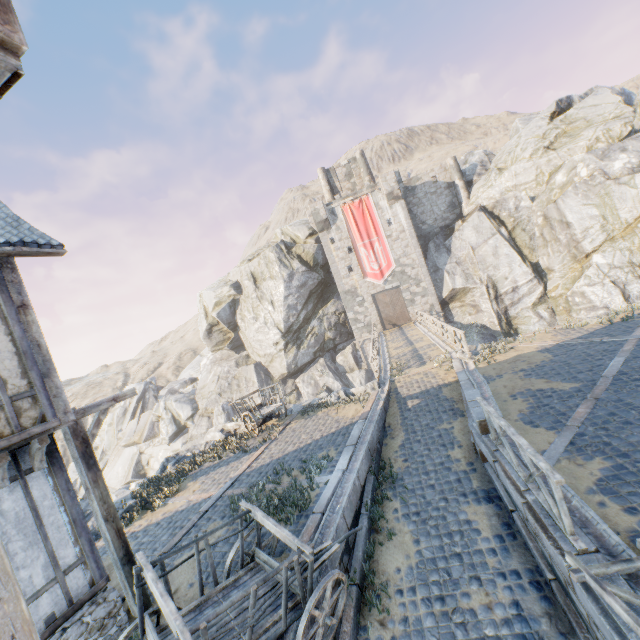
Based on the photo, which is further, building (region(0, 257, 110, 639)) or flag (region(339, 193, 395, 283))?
flag (region(339, 193, 395, 283))

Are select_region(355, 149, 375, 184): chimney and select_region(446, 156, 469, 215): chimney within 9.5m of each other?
yes

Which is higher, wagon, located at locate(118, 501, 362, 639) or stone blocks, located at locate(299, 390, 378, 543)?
wagon, located at locate(118, 501, 362, 639)

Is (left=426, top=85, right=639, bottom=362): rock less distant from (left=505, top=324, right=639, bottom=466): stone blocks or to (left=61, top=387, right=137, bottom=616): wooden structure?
(left=505, top=324, right=639, bottom=466): stone blocks

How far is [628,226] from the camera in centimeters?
2114cm

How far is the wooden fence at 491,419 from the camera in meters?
4.4 m

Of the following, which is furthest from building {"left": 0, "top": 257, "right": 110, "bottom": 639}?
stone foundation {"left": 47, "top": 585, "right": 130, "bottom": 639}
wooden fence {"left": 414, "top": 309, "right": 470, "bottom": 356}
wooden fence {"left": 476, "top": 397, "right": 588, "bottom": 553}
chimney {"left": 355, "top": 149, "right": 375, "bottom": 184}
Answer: chimney {"left": 355, "top": 149, "right": 375, "bottom": 184}

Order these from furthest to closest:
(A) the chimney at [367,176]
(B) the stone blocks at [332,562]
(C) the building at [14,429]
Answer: (A) the chimney at [367,176] < (B) the stone blocks at [332,562] < (C) the building at [14,429]
